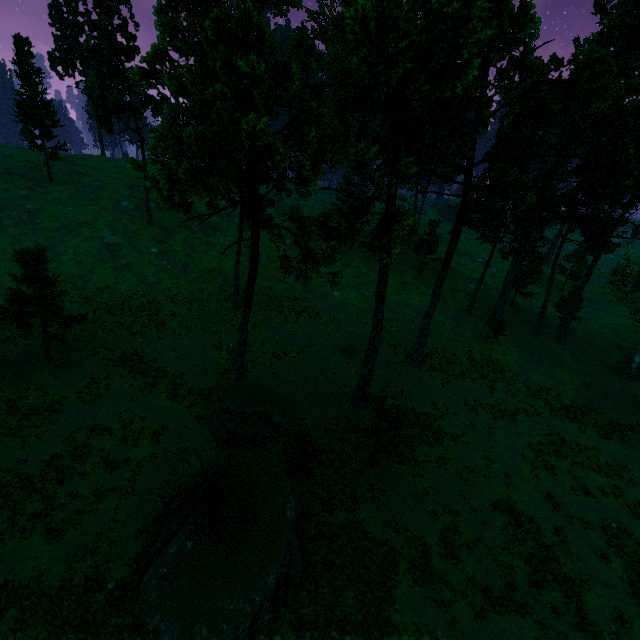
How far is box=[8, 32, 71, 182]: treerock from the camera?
38.8m

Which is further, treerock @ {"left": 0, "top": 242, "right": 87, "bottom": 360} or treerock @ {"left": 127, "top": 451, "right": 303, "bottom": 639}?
treerock @ {"left": 0, "top": 242, "right": 87, "bottom": 360}

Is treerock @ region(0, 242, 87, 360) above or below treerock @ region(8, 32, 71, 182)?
below

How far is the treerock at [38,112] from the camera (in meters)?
38.81

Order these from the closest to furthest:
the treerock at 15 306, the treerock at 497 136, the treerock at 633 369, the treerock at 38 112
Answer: the treerock at 497 136
the treerock at 15 306
the treerock at 633 369
the treerock at 38 112

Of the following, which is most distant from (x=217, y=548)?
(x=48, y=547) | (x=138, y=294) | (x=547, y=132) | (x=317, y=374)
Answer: (x=547, y=132)

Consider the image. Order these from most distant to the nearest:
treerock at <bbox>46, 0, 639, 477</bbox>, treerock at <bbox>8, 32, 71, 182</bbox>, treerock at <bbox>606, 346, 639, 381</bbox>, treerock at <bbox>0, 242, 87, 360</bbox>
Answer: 1. treerock at <bbox>8, 32, 71, 182</bbox>
2. treerock at <bbox>606, 346, 639, 381</bbox>
3. treerock at <bbox>0, 242, 87, 360</bbox>
4. treerock at <bbox>46, 0, 639, 477</bbox>
